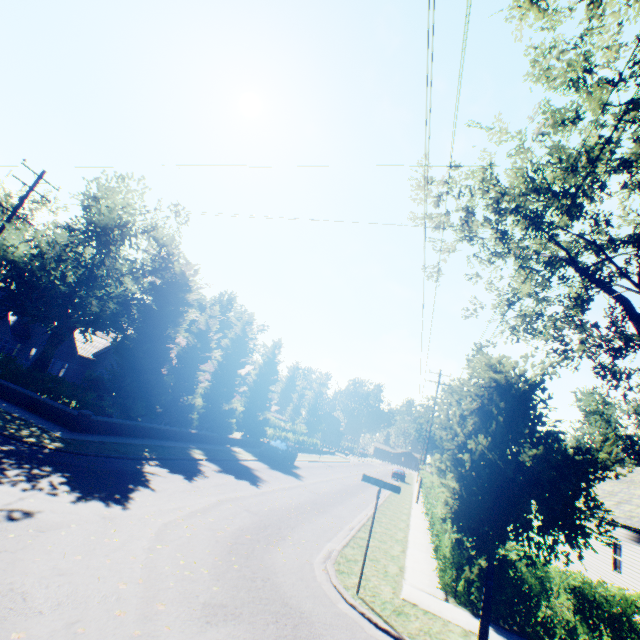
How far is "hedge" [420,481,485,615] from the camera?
8.5m

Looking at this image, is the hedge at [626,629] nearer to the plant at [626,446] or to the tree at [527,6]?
the tree at [527,6]

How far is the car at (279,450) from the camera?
24.3 meters

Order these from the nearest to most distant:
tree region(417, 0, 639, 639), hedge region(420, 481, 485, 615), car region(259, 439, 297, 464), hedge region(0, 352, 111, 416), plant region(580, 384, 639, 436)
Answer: tree region(417, 0, 639, 639) → hedge region(420, 481, 485, 615) → hedge region(0, 352, 111, 416) → car region(259, 439, 297, 464) → plant region(580, 384, 639, 436)

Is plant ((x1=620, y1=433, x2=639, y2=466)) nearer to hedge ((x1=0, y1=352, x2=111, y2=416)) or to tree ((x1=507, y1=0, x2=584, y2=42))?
tree ((x1=507, y1=0, x2=584, y2=42))

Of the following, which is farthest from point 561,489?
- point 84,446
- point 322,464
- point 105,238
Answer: point 322,464

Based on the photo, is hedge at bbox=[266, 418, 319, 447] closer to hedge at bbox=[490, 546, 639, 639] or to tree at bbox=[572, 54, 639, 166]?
tree at bbox=[572, 54, 639, 166]

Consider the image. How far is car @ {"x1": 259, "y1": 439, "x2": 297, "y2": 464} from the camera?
24.3m
